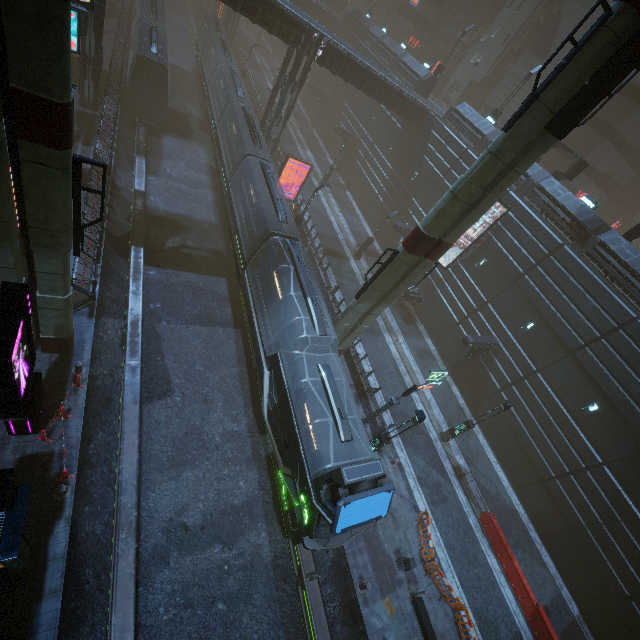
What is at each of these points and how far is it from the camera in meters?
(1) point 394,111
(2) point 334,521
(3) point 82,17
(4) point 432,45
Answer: (1) building, 30.8 m
(2) train, 10.5 m
(3) sign, 12.2 m
(4) building, 47.5 m

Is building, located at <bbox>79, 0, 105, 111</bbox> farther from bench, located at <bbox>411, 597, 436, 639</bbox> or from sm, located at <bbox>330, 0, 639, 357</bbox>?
bench, located at <bbox>411, 597, 436, 639</bbox>

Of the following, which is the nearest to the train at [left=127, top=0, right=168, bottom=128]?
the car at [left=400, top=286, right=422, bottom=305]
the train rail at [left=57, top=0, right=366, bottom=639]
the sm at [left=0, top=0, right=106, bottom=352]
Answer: the train rail at [left=57, top=0, right=366, bottom=639]

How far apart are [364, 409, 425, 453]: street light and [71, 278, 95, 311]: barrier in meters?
15.0

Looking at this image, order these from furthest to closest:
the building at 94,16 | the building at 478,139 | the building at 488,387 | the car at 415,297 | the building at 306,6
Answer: the building at 306,6 < the building at 478,139 < the car at 415,297 < the building at 94,16 < the building at 488,387

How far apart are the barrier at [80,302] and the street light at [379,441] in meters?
15.0

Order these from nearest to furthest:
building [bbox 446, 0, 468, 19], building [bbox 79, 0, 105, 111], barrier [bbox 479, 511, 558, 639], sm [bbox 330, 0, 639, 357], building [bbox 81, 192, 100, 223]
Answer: sm [bbox 330, 0, 639, 357] < barrier [bbox 479, 511, 558, 639] < building [bbox 81, 192, 100, 223] < building [bbox 79, 0, 105, 111] < building [bbox 446, 0, 468, 19]

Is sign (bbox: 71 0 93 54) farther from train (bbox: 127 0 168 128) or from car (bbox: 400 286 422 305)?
car (bbox: 400 286 422 305)
